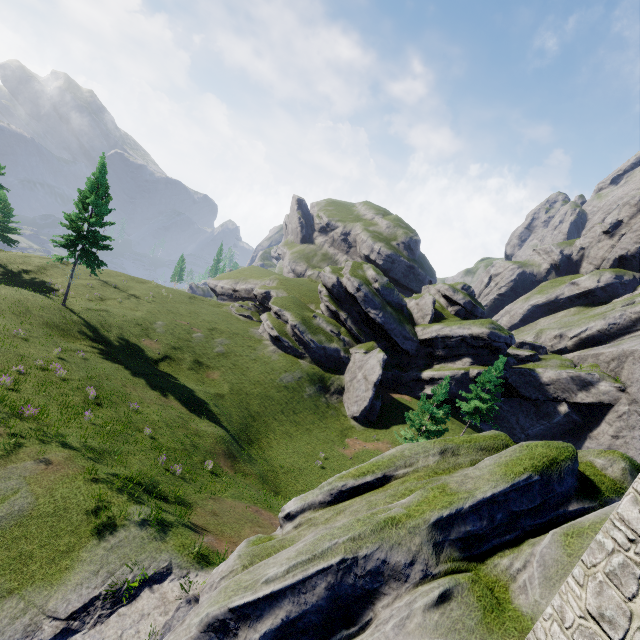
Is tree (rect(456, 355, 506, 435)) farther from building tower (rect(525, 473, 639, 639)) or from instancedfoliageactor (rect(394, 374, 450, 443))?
building tower (rect(525, 473, 639, 639))

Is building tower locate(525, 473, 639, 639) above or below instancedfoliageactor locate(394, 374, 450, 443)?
above

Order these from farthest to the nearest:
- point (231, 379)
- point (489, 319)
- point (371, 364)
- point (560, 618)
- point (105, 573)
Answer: point (489, 319) < point (371, 364) < point (231, 379) < point (105, 573) < point (560, 618)

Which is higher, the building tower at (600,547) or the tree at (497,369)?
the building tower at (600,547)

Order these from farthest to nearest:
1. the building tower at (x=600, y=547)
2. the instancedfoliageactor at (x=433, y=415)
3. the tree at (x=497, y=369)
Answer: the tree at (x=497, y=369), the instancedfoliageactor at (x=433, y=415), the building tower at (x=600, y=547)

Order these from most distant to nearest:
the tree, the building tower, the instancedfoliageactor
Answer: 1. the tree
2. the instancedfoliageactor
3. the building tower
